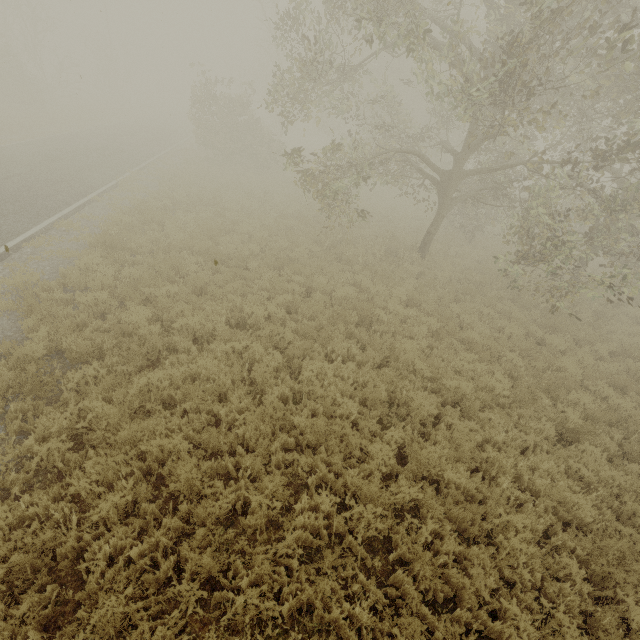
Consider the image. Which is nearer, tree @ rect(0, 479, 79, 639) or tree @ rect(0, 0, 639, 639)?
tree @ rect(0, 479, 79, 639)

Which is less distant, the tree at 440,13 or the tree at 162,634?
the tree at 162,634

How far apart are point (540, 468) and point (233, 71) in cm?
7274
